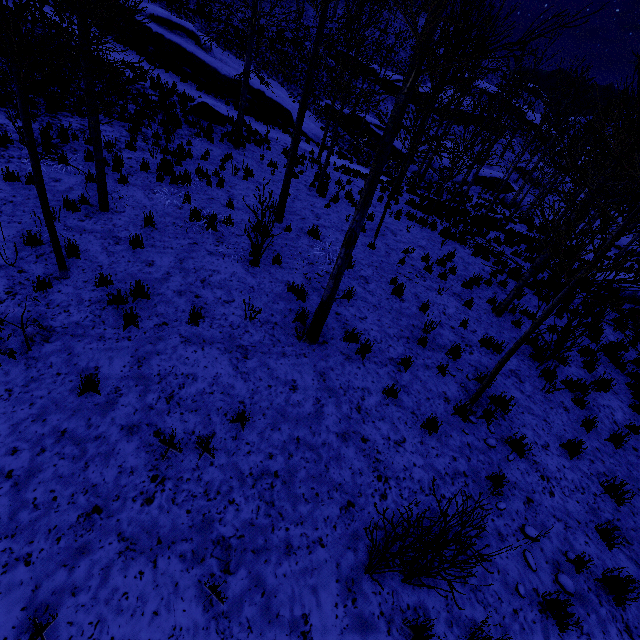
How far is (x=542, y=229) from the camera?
4.9m

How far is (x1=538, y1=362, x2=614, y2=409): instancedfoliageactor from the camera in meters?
6.9 m

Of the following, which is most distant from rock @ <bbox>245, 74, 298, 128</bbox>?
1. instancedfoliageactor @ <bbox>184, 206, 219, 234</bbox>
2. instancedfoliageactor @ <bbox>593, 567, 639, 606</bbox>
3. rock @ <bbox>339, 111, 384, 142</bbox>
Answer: instancedfoliageactor @ <bbox>593, 567, 639, 606</bbox>

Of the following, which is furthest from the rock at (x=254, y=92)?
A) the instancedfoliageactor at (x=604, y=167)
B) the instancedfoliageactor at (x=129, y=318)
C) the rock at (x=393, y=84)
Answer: the instancedfoliageactor at (x=129, y=318)

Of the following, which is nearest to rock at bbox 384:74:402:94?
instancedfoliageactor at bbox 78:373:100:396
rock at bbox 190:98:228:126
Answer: rock at bbox 190:98:228:126

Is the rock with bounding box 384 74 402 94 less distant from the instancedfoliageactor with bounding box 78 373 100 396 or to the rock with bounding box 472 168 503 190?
the rock with bounding box 472 168 503 190

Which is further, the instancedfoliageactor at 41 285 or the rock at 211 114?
the rock at 211 114

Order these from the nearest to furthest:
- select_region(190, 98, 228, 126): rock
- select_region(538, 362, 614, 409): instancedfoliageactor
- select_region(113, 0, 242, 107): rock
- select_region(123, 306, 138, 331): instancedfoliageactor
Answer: select_region(123, 306, 138, 331): instancedfoliageactor < select_region(538, 362, 614, 409): instancedfoliageactor < select_region(190, 98, 228, 126): rock < select_region(113, 0, 242, 107): rock
